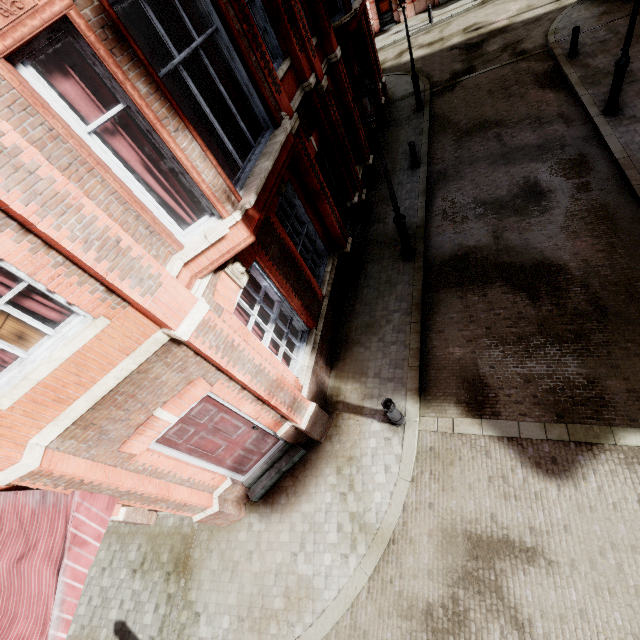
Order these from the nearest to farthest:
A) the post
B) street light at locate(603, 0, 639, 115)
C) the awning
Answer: the awning < the post < street light at locate(603, 0, 639, 115)

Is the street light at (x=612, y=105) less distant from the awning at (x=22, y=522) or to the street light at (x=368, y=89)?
the street light at (x=368, y=89)

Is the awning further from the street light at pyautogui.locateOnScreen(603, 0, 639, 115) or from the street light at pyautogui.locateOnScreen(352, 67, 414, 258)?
the street light at pyautogui.locateOnScreen(603, 0, 639, 115)

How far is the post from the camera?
6.1 meters

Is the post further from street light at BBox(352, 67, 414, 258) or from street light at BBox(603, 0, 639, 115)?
street light at BBox(603, 0, 639, 115)

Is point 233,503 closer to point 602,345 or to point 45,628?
point 45,628

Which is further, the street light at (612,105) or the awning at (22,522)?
the street light at (612,105)

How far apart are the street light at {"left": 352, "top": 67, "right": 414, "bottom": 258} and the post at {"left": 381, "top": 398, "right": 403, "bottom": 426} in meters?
4.7
